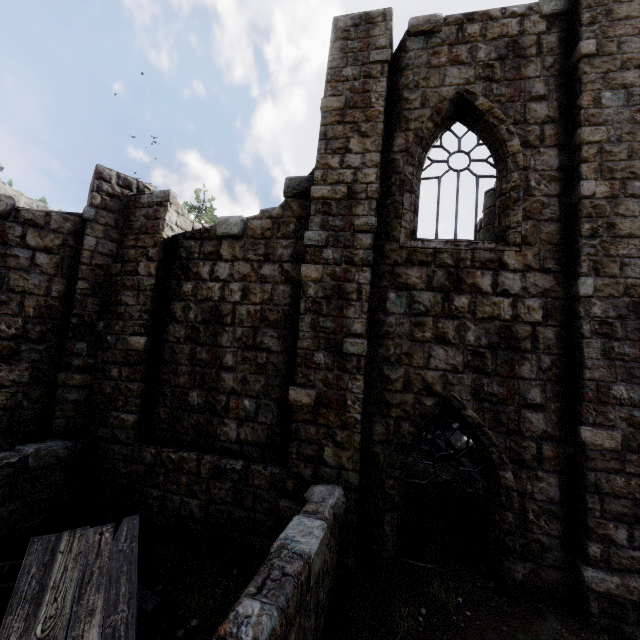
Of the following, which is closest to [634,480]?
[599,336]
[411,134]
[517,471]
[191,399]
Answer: [517,471]

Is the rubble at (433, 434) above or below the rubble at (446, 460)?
above

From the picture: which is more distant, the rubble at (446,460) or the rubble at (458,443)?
the rubble at (458,443)

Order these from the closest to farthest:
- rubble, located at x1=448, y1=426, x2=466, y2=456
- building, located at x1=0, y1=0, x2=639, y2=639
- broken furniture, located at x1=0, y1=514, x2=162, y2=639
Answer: broken furniture, located at x1=0, y1=514, x2=162, y2=639
building, located at x1=0, y1=0, x2=639, y2=639
rubble, located at x1=448, y1=426, x2=466, y2=456

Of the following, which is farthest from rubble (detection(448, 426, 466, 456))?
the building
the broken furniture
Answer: the broken furniture

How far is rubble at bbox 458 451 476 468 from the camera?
9.8m

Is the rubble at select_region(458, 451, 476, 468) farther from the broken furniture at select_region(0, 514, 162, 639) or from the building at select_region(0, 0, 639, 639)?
the broken furniture at select_region(0, 514, 162, 639)
